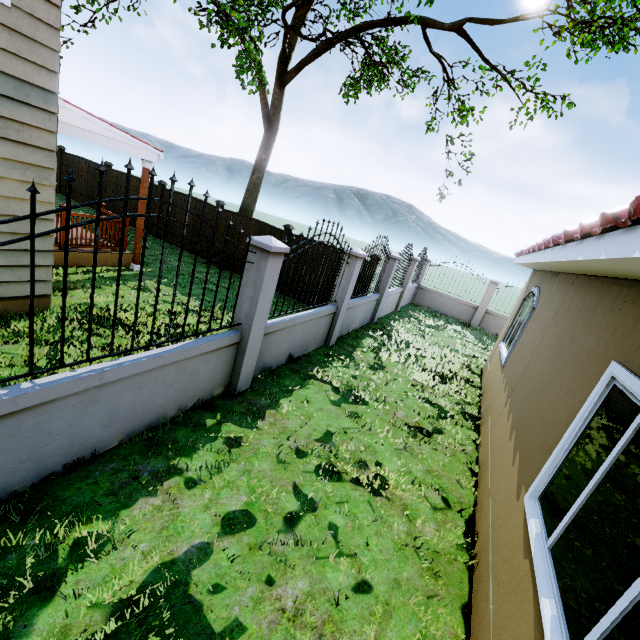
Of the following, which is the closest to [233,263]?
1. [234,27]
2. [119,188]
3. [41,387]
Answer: [41,387]

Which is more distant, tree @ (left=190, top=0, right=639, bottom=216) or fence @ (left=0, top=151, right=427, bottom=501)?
tree @ (left=190, top=0, right=639, bottom=216)

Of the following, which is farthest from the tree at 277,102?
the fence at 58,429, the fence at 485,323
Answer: the fence at 485,323

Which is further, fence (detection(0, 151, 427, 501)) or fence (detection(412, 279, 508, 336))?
fence (detection(412, 279, 508, 336))

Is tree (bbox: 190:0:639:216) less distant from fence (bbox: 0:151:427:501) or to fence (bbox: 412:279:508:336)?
fence (bbox: 0:151:427:501)

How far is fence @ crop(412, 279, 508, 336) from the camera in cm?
1486

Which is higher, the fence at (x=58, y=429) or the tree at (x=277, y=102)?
the tree at (x=277, y=102)
